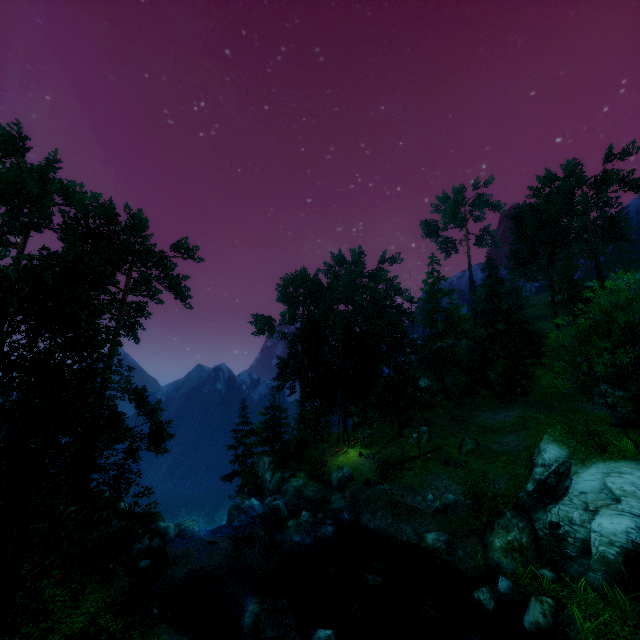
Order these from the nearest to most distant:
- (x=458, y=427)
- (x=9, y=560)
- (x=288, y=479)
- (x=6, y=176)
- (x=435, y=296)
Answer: (x=9, y=560) → (x=6, y=176) → (x=288, y=479) → (x=458, y=427) → (x=435, y=296)

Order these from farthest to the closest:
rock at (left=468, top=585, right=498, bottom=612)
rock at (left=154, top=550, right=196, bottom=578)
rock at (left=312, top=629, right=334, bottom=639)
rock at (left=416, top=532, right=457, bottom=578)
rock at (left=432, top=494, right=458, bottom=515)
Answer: rock at (left=432, top=494, right=458, bottom=515)
rock at (left=416, top=532, right=457, bottom=578)
rock at (left=154, top=550, right=196, bottom=578)
rock at (left=468, top=585, right=498, bottom=612)
rock at (left=312, top=629, right=334, bottom=639)

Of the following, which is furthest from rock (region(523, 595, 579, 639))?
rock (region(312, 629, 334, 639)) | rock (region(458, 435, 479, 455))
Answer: rock (region(458, 435, 479, 455))

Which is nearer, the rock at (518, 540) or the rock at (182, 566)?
the rock at (518, 540)

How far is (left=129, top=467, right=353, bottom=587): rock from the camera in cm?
1794

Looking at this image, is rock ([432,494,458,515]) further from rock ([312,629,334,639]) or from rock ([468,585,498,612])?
rock ([312,629,334,639])

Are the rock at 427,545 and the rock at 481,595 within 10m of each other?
yes

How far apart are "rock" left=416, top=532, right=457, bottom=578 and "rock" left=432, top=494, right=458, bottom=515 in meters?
2.6 m
